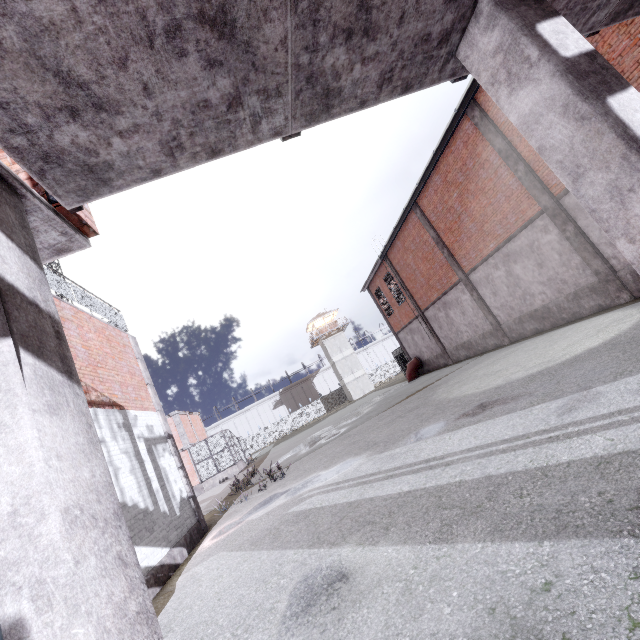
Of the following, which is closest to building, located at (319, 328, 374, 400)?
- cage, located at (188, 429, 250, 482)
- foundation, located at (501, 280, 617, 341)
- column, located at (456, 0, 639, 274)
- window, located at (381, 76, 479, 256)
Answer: cage, located at (188, 429, 250, 482)

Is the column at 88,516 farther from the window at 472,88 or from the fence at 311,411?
the window at 472,88

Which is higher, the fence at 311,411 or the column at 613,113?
the column at 613,113

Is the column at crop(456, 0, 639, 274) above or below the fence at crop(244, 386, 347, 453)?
above

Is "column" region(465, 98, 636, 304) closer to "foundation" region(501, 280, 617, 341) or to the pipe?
"foundation" region(501, 280, 617, 341)

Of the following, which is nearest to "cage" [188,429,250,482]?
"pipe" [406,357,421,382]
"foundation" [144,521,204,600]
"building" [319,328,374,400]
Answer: "foundation" [144,521,204,600]

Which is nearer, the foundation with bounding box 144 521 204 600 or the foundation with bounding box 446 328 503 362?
the foundation with bounding box 144 521 204 600

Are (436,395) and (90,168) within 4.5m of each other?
no
